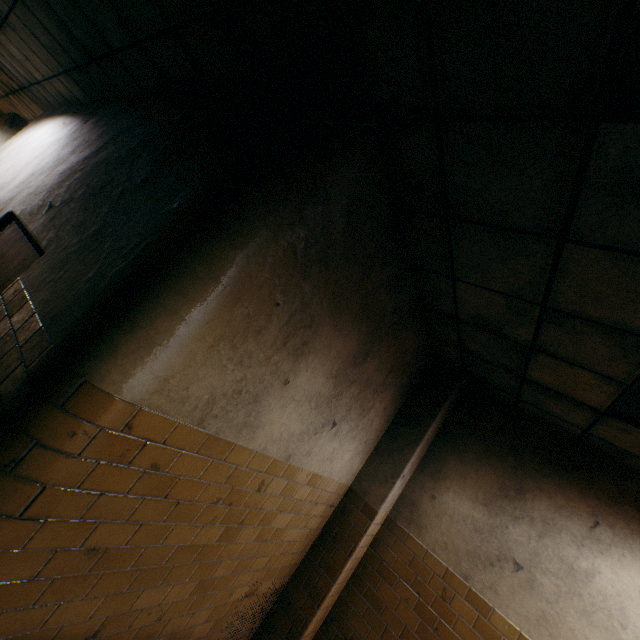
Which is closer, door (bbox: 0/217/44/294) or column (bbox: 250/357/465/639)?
door (bbox: 0/217/44/294)

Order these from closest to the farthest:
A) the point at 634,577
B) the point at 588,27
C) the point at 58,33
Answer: the point at 588,27
the point at 634,577
the point at 58,33

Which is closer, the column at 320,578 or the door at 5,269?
the door at 5,269
